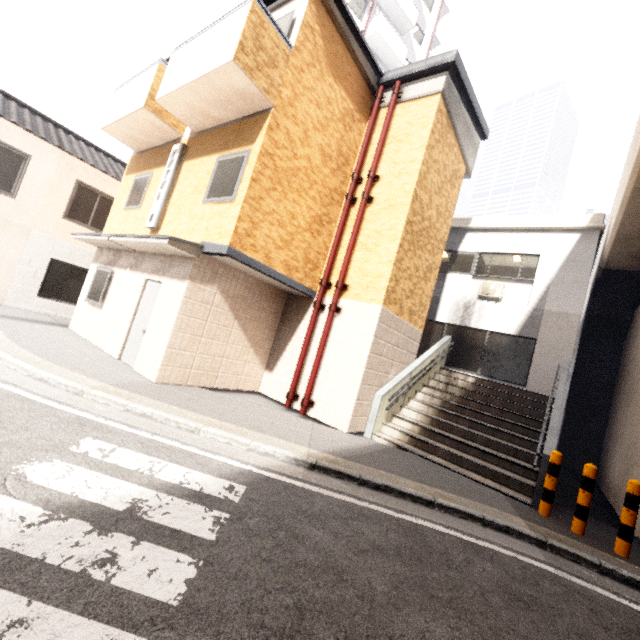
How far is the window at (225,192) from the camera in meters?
6.6 m

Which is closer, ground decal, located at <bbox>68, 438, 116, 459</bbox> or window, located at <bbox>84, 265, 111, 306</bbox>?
ground decal, located at <bbox>68, 438, 116, 459</bbox>

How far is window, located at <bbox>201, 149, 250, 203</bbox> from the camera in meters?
6.6 m

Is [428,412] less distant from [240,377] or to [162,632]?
[240,377]

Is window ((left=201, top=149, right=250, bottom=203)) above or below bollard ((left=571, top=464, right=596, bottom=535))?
above

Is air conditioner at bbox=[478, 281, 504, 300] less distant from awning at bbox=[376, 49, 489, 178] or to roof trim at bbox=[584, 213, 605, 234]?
roof trim at bbox=[584, 213, 605, 234]

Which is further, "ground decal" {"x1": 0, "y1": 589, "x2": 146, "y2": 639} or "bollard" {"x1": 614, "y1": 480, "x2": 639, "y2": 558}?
"bollard" {"x1": 614, "y1": 480, "x2": 639, "y2": 558}

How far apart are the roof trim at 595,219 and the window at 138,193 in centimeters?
1367cm
